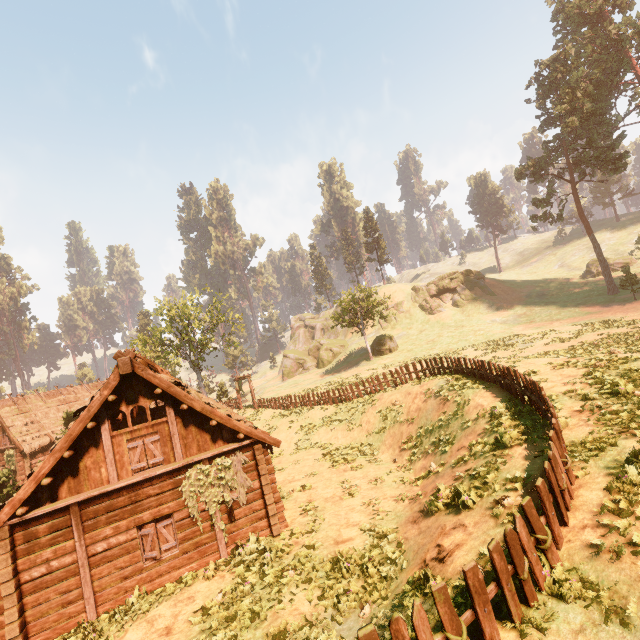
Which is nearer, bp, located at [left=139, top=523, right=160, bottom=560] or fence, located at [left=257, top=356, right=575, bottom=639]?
fence, located at [left=257, top=356, right=575, bottom=639]

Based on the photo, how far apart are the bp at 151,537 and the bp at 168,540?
0.17m

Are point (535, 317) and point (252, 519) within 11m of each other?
no

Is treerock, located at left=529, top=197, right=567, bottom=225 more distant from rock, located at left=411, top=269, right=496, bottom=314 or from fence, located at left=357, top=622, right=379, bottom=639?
rock, located at left=411, top=269, right=496, bottom=314

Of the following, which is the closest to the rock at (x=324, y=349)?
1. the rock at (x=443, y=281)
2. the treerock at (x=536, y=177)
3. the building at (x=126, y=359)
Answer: the rock at (x=443, y=281)

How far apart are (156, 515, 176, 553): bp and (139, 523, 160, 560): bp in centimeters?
17cm

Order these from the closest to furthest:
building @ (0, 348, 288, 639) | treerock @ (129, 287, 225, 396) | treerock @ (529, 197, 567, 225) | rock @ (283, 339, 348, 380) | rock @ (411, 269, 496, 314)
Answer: building @ (0, 348, 288, 639) < treerock @ (129, 287, 225, 396) < treerock @ (529, 197, 567, 225) < rock @ (411, 269, 496, 314) < rock @ (283, 339, 348, 380)

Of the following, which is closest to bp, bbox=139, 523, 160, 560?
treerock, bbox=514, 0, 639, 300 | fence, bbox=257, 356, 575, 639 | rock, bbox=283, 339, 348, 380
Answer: fence, bbox=257, 356, 575, 639
